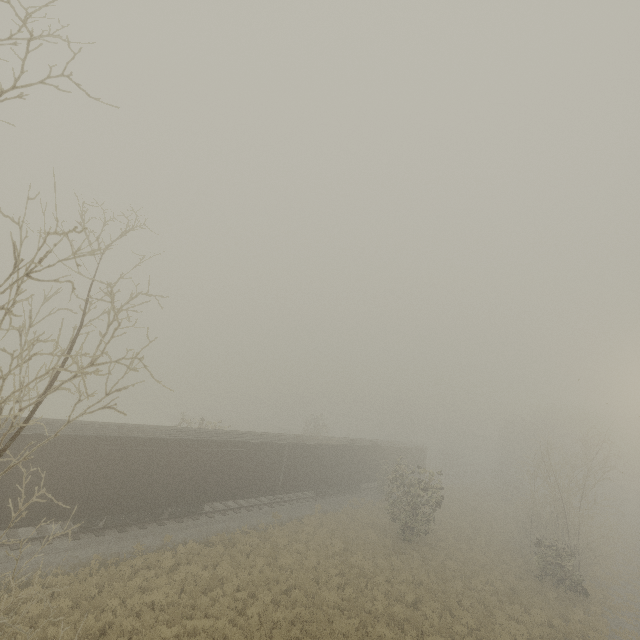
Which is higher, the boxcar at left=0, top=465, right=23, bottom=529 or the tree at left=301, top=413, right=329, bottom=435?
the tree at left=301, top=413, right=329, bottom=435

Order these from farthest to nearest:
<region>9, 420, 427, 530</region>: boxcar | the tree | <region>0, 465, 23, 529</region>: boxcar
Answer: the tree
<region>9, 420, 427, 530</region>: boxcar
<region>0, 465, 23, 529</region>: boxcar

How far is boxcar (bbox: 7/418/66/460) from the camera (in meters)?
13.05

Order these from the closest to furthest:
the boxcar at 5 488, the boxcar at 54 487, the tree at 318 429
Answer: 1. the boxcar at 5 488
2. the boxcar at 54 487
3. the tree at 318 429

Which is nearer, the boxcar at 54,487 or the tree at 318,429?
the boxcar at 54,487

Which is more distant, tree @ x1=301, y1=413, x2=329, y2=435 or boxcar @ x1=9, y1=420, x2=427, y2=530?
tree @ x1=301, y1=413, x2=329, y2=435

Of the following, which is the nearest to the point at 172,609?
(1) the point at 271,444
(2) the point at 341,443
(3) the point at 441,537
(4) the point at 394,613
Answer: (4) the point at 394,613
